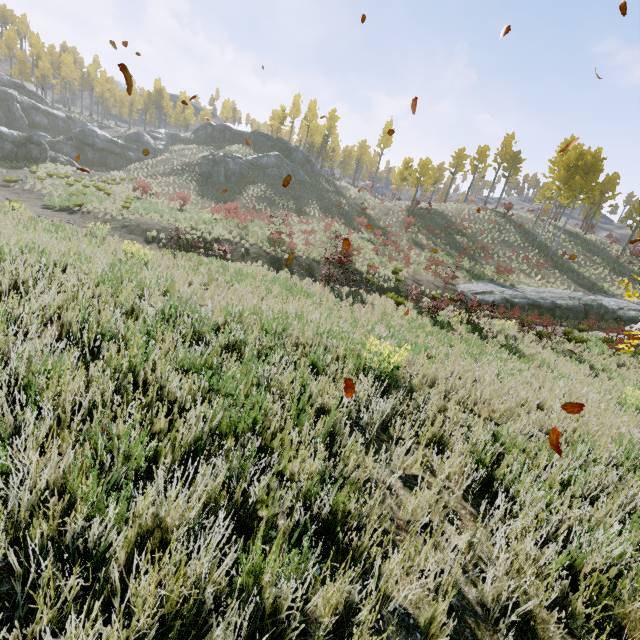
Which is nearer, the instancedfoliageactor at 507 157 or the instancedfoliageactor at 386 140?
the instancedfoliageactor at 507 157

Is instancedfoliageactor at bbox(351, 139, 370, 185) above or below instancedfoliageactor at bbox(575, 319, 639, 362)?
above

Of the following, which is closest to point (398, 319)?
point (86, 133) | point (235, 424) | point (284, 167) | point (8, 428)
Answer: point (235, 424)

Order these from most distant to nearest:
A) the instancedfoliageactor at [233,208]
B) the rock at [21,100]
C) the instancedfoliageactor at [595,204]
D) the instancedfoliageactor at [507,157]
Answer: the instancedfoliageactor at [507,157] < the rock at [21,100] < the instancedfoliageactor at [595,204] < the instancedfoliageactor at [233,208]

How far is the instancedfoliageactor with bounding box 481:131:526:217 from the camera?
43.7m

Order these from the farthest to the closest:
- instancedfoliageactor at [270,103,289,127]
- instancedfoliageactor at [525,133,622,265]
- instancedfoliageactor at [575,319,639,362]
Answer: instancedfoliageactor at [270,103,289,127] < instancedfoliageactor at [525,133,622,265] < instancedfoliageactor at [575,319,639,362]
